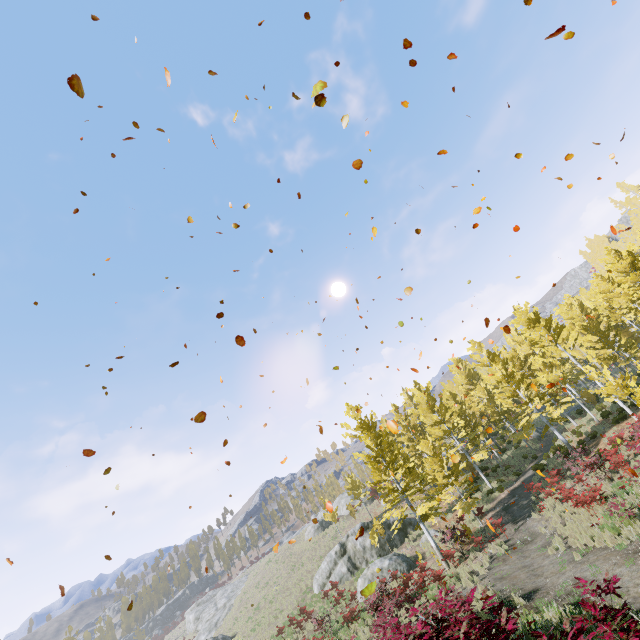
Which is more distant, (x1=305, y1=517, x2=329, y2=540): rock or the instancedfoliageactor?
(x1=305, y1=517, x2=329, y2=540): rock

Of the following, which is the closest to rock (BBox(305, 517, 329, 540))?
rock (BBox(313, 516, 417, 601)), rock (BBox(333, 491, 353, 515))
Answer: rock (BBox(333, 491, 353, 515))

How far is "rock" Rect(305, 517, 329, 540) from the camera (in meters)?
44.25

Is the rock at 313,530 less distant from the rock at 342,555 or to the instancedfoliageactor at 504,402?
the instancedfoliageactor at 504,402

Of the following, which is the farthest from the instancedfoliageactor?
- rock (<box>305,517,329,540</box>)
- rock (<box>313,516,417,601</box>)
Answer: rock (<box>305,517,329,540</box>)

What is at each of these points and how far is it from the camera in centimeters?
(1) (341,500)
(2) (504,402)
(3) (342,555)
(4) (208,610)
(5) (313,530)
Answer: (1) rock, 4922cm
(2) instancedfoliageactor, 2445cm
(3) rock, 2730cm
(4) rock, 5009cm
(5) rock, 4459cm

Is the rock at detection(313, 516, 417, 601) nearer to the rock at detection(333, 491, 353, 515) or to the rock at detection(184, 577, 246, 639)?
the rock at detection(333, 491, 353, 515)

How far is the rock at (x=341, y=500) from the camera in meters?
47.1
